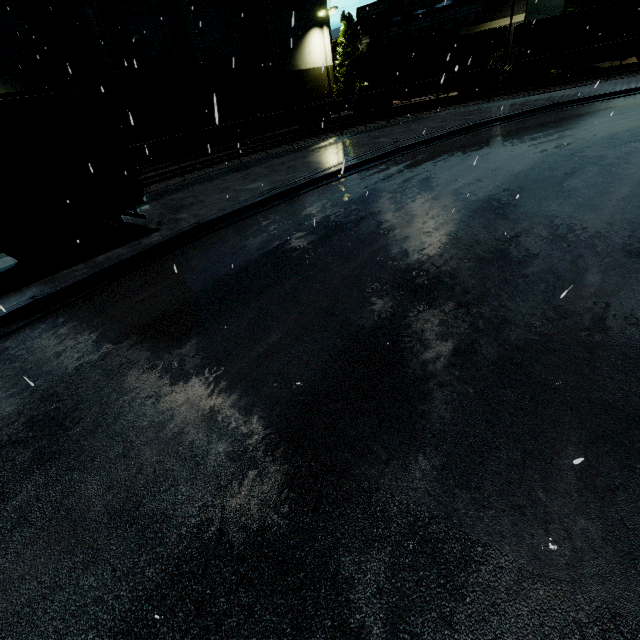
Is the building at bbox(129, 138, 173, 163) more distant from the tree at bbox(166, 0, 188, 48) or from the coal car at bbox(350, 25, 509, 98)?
the coal car at bbox(350, 25, 509, 98)

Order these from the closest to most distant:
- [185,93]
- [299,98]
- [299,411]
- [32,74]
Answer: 1. [299,411]
2. [32,74]
3. [185,93]
4. [299,98]

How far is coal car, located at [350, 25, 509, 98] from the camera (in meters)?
25.59

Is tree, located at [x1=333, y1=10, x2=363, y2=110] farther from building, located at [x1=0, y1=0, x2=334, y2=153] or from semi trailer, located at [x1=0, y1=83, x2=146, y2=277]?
semi trailer, located at [x1=0, y1=83, x2=146, y2=277]

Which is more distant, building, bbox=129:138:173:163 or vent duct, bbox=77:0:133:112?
building, bbox=129:138:173:163

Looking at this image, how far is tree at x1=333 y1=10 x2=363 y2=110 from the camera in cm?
3696

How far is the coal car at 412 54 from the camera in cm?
2559

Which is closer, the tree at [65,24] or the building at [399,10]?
the tree at [65,24]
